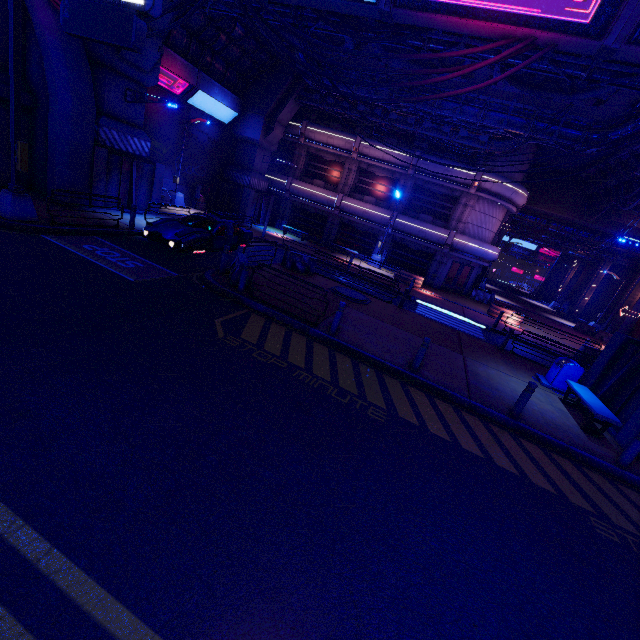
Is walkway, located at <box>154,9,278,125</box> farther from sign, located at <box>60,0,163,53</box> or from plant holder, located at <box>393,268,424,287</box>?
plant holder, located at <box>393,268,424,287</box>

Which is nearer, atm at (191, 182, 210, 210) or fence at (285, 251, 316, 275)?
fence at (285, 251, 316, 275)

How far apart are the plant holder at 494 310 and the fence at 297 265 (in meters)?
13.98

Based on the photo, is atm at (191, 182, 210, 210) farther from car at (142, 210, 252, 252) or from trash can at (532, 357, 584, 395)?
trash can at (532, 357, 584, 395)

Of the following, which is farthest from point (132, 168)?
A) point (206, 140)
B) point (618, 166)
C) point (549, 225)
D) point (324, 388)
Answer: point (549, 225)

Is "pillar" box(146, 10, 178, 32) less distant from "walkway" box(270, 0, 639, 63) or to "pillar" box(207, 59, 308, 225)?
"walkway" box(270, 0, 639, 63)

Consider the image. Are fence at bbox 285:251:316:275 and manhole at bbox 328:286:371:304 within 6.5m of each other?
yes

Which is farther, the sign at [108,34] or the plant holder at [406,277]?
the plant holder at [406,277]
